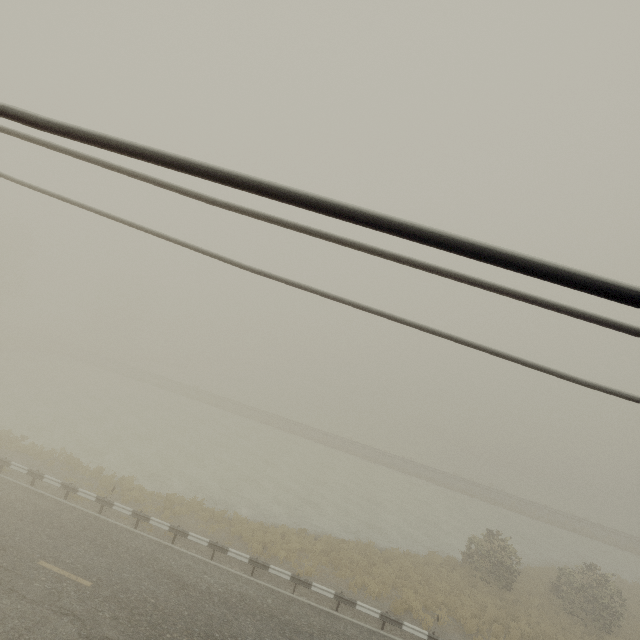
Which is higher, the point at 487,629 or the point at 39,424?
the point at 487,629
